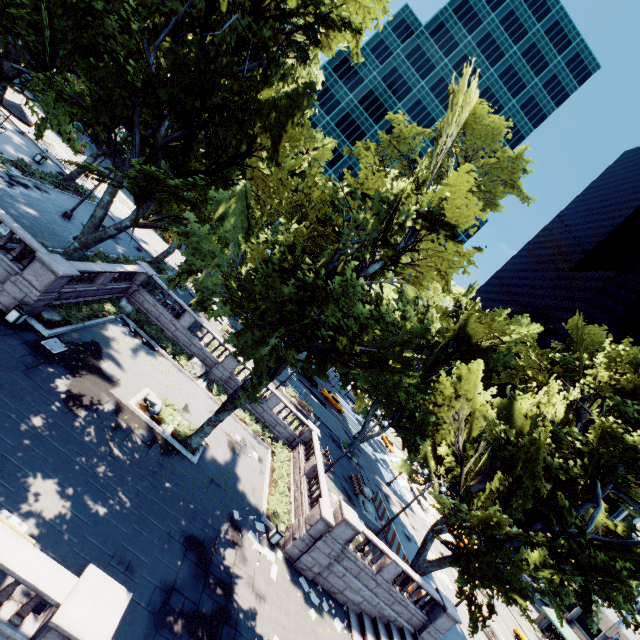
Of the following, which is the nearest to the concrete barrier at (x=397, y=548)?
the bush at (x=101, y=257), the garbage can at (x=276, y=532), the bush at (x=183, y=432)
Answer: the garbage can at (x=276, y=532)

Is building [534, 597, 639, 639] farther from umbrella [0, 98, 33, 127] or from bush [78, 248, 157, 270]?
umbrella [0, 98, 33, 127]

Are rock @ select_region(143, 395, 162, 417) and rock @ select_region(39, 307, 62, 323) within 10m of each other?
yes

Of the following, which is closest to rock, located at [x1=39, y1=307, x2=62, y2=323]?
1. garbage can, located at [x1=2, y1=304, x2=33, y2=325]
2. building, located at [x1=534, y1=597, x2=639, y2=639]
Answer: garbage can, located at [x1=2, y1=304, x2=33, y2=325]

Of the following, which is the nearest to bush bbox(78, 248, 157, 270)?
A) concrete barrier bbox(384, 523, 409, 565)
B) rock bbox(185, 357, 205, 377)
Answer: rock bbox(185, 357, 205, 377)

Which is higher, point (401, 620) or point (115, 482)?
point (401, 620)

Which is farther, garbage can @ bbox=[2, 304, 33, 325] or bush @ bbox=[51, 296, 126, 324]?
bush @ bbox=[51, 296, 126, 324]

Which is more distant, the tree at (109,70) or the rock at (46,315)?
the rock at (46,315)
